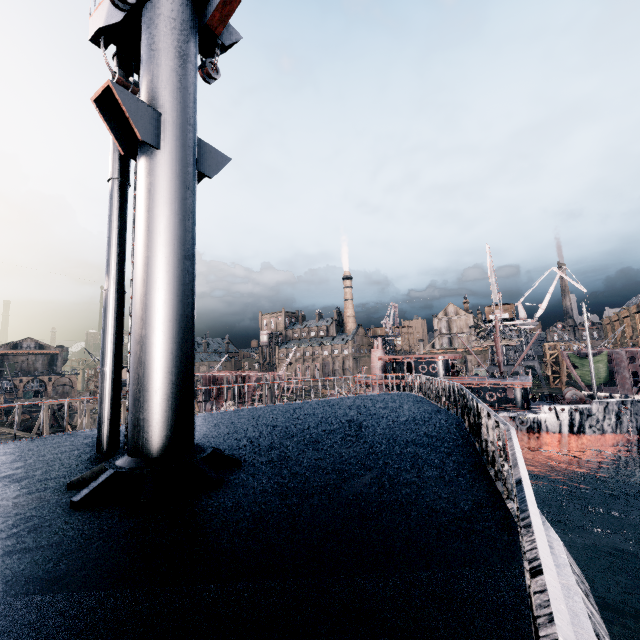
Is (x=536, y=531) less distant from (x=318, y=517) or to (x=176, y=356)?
(x=318, y=517)

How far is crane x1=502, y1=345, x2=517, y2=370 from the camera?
56.8 meters

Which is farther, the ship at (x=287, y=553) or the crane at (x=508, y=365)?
the crane at (x=508, y=365)

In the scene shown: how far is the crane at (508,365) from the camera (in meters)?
56.81

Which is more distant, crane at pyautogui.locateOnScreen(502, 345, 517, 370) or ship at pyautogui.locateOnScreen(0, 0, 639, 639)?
crane at pyautogui.locateOnScreen(502, 345, 517, 370)
